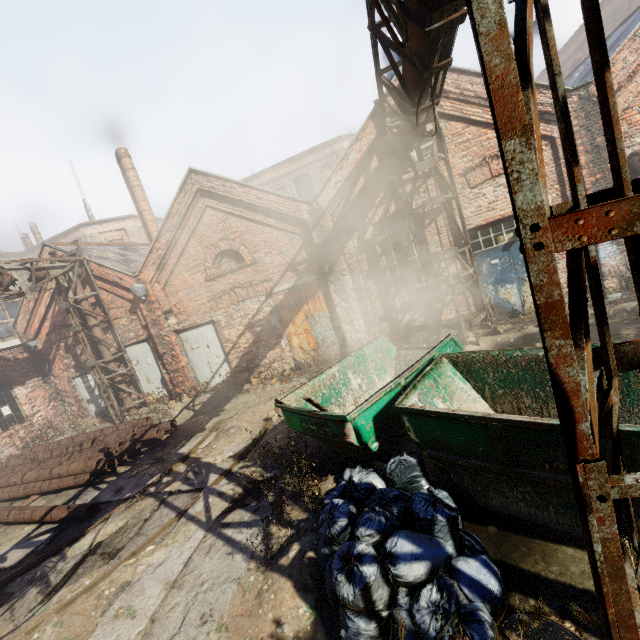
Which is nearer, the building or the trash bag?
the trash bag

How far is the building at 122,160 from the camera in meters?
17.9 m

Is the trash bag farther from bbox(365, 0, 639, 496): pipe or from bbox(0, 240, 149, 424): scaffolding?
bbox(0, 240, 149, 424): scaffolding

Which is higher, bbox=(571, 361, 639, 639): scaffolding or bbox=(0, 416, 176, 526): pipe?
bbox=(571, 361, 639, 639): scaffolding

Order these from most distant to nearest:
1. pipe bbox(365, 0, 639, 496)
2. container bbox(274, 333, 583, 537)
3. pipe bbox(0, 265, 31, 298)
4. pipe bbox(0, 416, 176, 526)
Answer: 1. pipe bbox(0, 265, 31, 298)
2. pipe bbox(0, 416, 176, 526)
3. container bbox(274, 333, 583, 537)
4. pipe bbox(365, 0, 639, 496)

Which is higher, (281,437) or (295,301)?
(295,301)

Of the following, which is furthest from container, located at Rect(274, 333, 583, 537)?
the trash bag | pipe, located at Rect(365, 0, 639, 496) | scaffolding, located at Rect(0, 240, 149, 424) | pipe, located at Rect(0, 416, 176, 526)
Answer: scaffolding, located at Rect(0, 240, 149, 424)

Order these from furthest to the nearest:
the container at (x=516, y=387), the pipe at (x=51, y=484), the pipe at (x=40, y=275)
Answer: the pipe at (x=40, y=275) → the pipe at (x=51, y=484) → the container at (x=516, y=387)
